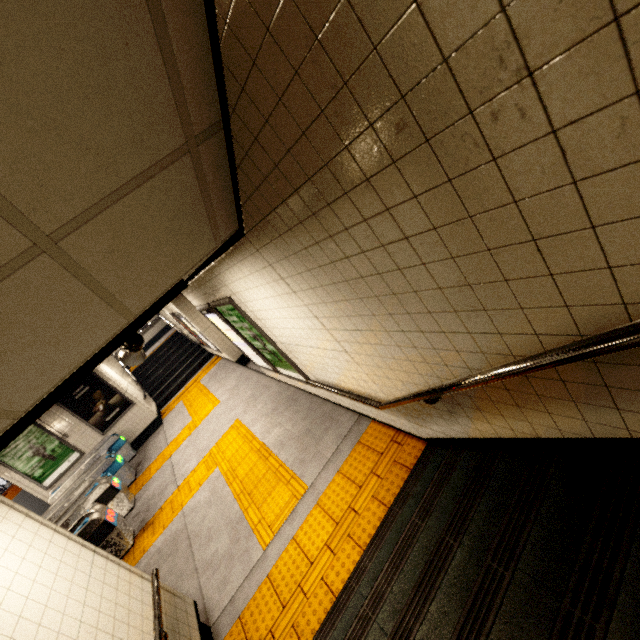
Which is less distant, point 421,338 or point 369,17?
point 369,17

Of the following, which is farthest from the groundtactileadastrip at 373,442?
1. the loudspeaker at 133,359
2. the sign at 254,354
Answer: the loudspeaker at 133,359

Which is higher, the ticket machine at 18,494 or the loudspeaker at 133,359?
the loudspeaker at 133,359

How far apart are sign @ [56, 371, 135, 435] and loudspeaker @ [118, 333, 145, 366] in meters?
7.8 m

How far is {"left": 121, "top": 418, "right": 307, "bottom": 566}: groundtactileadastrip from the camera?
4.34m

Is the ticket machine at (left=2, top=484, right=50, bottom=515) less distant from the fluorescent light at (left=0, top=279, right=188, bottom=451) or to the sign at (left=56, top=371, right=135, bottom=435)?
the sign at (left=56, top=371, right=135, bottom=435)

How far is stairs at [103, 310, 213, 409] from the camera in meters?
13.1 m

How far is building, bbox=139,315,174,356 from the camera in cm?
1701
